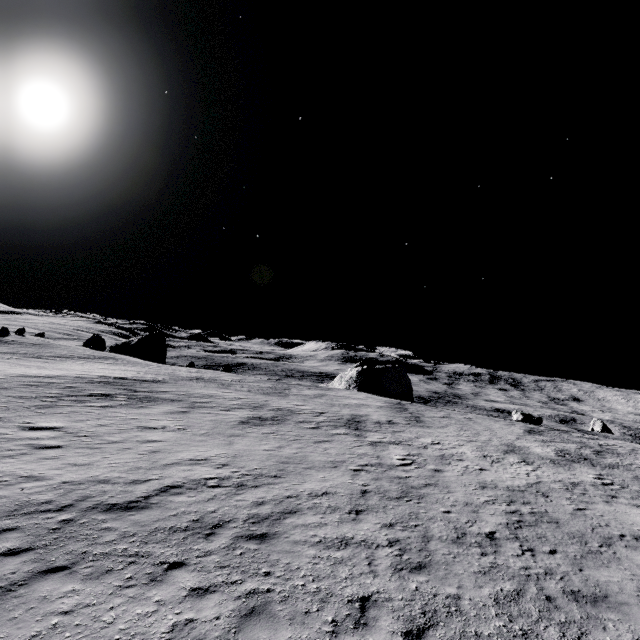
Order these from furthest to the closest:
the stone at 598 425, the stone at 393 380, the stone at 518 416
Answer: the stone at 393 380 → the stone at 598 425 → the stone at 518 416

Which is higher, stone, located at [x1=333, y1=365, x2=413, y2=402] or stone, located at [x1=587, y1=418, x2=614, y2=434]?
stone, located at [x1=333, y1=365, x2=413, y2=402]

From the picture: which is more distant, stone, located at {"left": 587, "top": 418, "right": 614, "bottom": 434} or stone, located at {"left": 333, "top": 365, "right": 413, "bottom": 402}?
stone, located at {"left": 333, "top": 365, "right": 413, "bottom": 402}

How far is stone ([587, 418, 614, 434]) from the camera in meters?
50.1 m

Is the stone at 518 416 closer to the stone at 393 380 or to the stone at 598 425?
the stone at 393 380

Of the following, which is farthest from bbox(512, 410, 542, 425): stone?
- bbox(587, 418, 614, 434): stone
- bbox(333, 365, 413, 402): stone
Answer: bbox(587, 418, 614, 434): stone

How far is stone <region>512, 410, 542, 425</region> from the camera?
38.78m

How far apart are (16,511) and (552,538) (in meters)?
15.71
